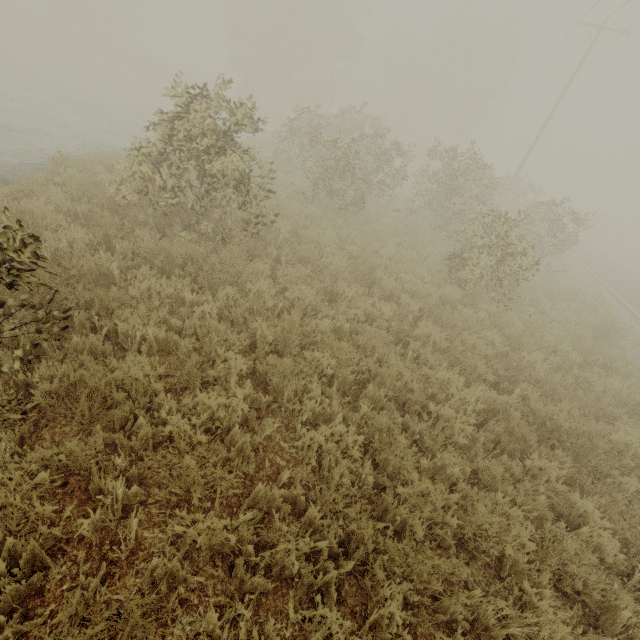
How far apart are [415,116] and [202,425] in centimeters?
4067cm
